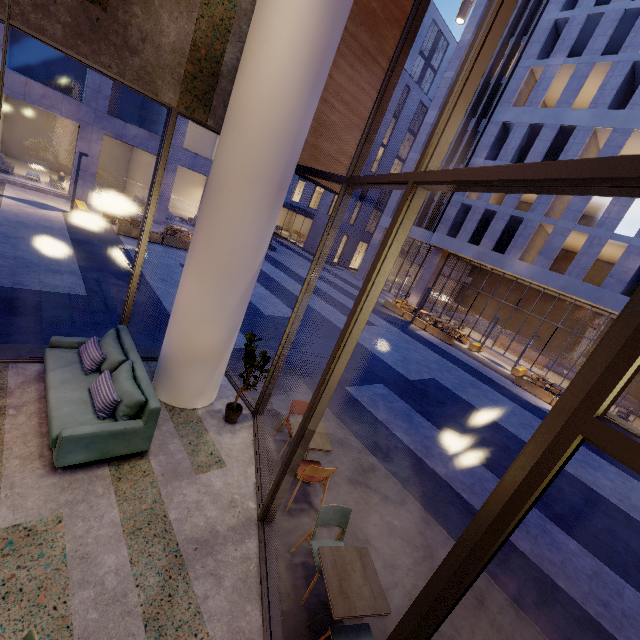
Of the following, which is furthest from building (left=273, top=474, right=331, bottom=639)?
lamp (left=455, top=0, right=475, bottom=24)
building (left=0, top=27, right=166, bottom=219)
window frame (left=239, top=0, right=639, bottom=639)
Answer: building (left=0, top=27, right=166, bottom=219)

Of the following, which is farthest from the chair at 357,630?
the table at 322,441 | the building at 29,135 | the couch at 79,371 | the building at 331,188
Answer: the building at 331,188

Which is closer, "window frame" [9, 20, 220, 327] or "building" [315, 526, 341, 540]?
"window frame" [9, 20, 220, 327]

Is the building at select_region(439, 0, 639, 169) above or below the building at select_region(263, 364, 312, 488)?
above

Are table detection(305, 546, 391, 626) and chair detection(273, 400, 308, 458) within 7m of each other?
yes

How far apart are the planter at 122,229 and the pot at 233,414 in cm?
1357

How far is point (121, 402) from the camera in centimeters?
431cm

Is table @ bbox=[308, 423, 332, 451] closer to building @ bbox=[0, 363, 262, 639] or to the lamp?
building @ bbox=[0, 363, 262, 639]
